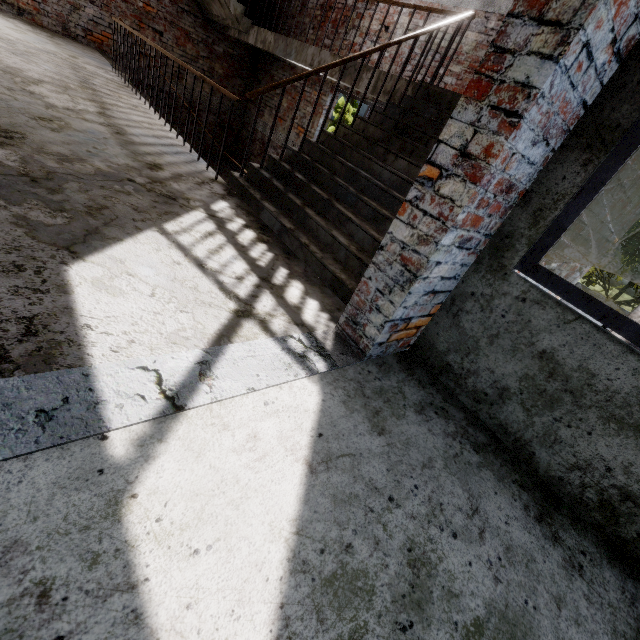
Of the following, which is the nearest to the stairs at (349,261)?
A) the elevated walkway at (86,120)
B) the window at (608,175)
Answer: the elevated walkway at (86,120)

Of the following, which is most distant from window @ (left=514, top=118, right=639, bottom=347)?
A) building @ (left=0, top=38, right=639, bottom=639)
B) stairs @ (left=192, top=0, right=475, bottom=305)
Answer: stairs @ (left=192, top=0, right=475, bottom=305)

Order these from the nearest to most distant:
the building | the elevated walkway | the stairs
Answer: the building → the elevated walkway → the stairs

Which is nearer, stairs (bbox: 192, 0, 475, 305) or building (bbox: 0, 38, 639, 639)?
building (bbox: 0, 38, 639, 639)

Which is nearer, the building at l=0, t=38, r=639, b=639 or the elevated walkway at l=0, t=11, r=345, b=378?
the building at l=0, t=38, r=639, b=639

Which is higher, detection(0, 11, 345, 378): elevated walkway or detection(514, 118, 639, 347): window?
detection(514, 118, 639, 347): window

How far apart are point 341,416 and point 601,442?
1.3m
